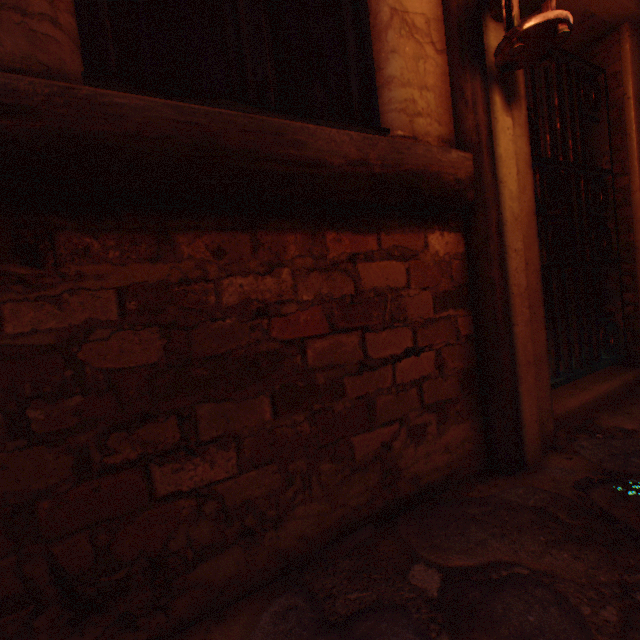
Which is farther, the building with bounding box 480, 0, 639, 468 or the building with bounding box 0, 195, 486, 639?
the building with bounding box 480, 0, 639, 468

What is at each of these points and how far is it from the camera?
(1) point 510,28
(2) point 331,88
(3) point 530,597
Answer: (1) lantern, 1.23m
(2) building, 1.28m
(3) ground stones, 0.85m

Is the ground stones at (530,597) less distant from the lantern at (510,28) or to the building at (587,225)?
the building at (587,225)

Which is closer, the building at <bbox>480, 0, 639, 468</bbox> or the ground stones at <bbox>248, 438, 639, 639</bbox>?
the ground stones at <bbox>248, 438, 639, 639</bbox>

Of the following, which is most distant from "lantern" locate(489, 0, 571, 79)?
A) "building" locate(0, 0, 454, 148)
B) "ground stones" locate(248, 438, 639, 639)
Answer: "ground stones" locate(248, 438, 639, 639)
